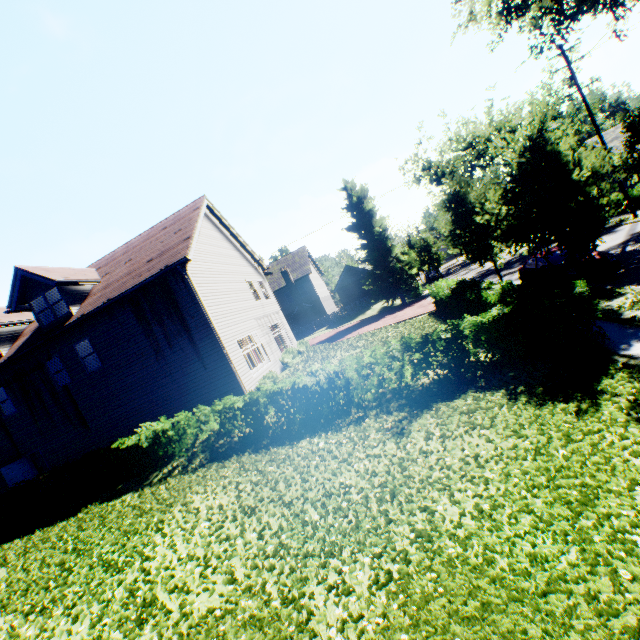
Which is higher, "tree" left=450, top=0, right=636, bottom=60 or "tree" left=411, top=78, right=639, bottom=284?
"tree" left=450, top=0, right=636, bottom=60

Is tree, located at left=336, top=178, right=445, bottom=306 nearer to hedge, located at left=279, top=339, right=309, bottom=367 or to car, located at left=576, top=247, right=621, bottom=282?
car, located at left=576, top=247, right=621, bottom=282

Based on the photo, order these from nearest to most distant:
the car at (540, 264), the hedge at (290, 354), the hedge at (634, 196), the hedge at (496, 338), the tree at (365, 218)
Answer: the hedge at (496, 338), the car at (540, 264), the hedge at (290, 354), the hedge at (634, 196), the tree at (365, 218)

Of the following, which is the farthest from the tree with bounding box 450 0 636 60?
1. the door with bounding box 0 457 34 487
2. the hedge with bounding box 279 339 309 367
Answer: the door with bounding box 0 457 34 487

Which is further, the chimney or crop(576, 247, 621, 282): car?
the chimney

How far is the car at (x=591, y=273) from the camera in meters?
12.1

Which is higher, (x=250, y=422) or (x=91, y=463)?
(x=91, y=463)

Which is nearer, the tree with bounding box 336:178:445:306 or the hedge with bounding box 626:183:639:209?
the hedge with bounding box 626:183:639:209
